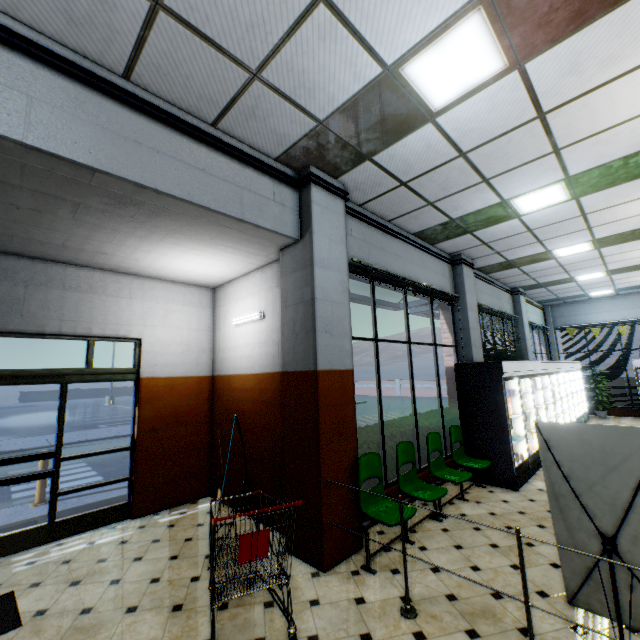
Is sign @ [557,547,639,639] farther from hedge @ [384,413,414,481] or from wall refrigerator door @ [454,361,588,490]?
wall refrigerator door @ [454,361,588,490]

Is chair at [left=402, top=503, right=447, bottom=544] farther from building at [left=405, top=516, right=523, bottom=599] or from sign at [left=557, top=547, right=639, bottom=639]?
sign at [left=557, top=547, right=639, bottom=639]

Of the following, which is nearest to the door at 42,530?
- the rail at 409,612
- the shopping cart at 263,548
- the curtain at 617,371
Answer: the shopping cart at 263,548

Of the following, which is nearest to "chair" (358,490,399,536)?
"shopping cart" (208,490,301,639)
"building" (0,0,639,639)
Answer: "building" (0,0,639,639)

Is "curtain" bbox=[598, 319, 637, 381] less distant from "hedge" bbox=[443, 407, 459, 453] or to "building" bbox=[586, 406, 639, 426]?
"building" bbox=[586, 406, 639, 426]

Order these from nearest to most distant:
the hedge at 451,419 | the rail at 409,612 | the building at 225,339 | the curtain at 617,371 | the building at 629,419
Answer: the rail at 409,612 → the building at 225,339 → the hedge at 451,419 → the building at 629,419 → the curtain at 617,371

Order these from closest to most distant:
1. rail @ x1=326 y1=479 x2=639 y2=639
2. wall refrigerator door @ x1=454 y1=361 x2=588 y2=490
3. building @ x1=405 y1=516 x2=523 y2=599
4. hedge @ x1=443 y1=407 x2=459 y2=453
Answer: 1. rail @ x1=326 y1=479 x2=639 y2=639
2. building @ x1=405 y1=516 x2=523 y2=599
3. wall refrigerator door @ x1=454 y1=361 x2=588 y2=490
4. hedge @ x1=443 y1=407 x2=459 y2=453

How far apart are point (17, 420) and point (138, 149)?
27.17m
